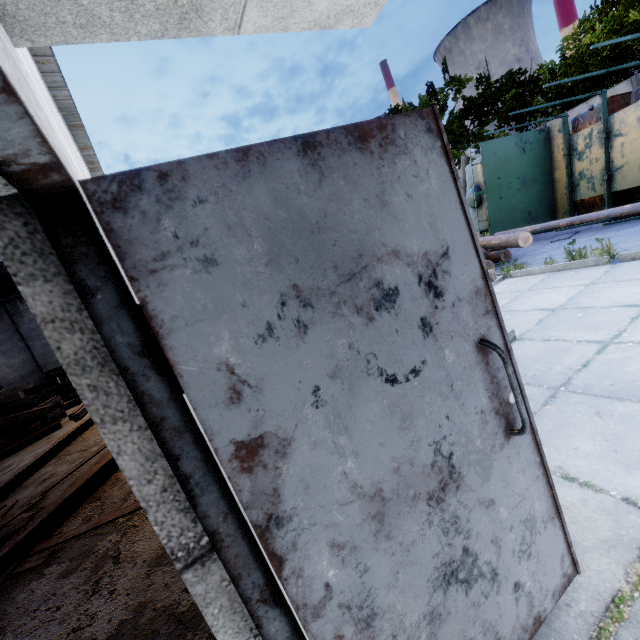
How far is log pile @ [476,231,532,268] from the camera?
7.46m

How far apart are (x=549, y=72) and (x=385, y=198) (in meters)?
23.22

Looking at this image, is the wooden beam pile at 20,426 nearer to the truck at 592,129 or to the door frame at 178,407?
the door frame at 178,407

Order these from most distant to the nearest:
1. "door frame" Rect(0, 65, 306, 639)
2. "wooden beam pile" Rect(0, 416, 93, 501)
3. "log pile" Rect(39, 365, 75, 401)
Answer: "log pile" Rect(39, 365, 75, 401), "wooden beam pile" Rect(0, 416, 93, 501), "door frame" Rect(0, 65, 306, 639)

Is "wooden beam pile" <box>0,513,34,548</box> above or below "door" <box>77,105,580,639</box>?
below

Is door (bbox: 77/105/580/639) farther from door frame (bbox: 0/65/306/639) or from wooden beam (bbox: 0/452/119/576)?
wooden beam (bbox: 0/452/119/576)

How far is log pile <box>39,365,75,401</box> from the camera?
17.9 meters

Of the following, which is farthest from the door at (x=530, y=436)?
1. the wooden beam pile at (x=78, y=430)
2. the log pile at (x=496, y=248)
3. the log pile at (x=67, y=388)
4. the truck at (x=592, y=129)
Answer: the log pile at (x=67, y=388)
